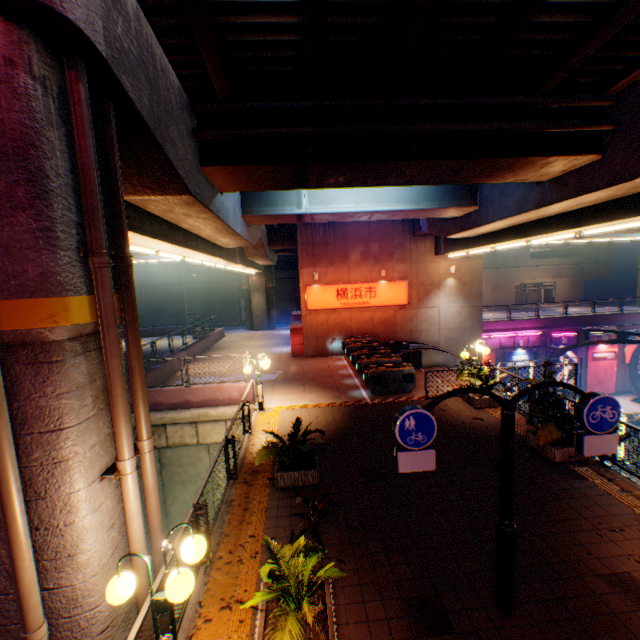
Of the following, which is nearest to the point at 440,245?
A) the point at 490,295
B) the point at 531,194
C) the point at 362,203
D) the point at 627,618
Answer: the point at 362,203

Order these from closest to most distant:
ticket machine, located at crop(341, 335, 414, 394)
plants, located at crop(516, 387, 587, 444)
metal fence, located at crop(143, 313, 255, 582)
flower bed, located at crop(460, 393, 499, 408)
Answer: metal fence, located at crop(143, 313, 255, 582) < plants, located at crop(516, 387, 587, 444) < flower bed, located at crop(460, 393, 499, 408) < ticket machine, located at crop(341, 335, 414, 394)

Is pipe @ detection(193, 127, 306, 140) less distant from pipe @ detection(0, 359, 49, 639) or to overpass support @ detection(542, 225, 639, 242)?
overpass support @ detection(542, 225, 639, 242)

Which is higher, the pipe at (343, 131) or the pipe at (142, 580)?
the pipe at (343, 131)

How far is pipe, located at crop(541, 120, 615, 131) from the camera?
7.4m

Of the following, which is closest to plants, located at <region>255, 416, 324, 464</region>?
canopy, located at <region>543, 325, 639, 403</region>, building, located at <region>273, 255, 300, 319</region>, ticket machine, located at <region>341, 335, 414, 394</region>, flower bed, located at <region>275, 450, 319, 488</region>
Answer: flower bed, located at <region>275, 450, 319, 488</region>

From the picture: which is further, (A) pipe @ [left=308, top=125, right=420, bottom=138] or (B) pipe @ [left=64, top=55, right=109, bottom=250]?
(A) pipe @ [left=308, top=125, right=420, bottom=138]

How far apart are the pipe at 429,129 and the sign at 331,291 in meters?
13.4 m
